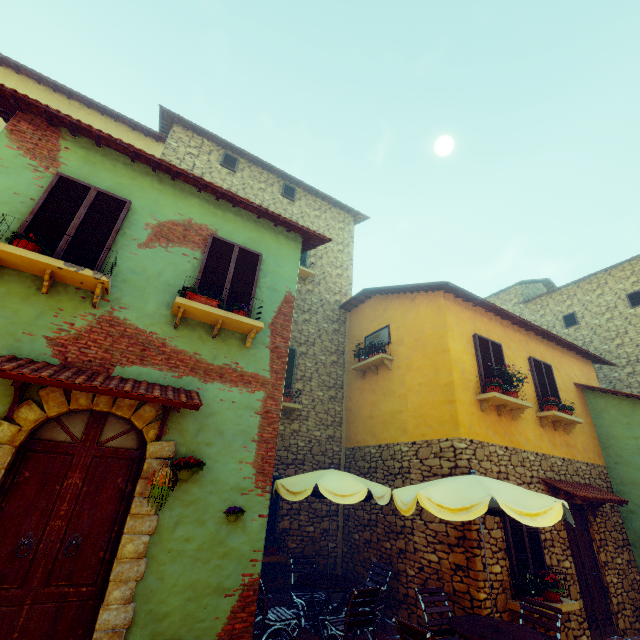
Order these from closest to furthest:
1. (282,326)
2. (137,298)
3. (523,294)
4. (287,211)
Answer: (137,298), (282,326), (287,211), (523,294)

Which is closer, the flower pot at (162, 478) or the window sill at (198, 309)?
the flower pot at (162, 478)

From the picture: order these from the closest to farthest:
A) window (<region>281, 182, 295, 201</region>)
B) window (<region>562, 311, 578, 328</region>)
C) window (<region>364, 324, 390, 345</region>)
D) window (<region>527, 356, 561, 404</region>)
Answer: window (<region>527, 356, 561, 404</region>) < window (<region>364, 324, 390, 345</region>) < window (<region>281, 182, 295, 201</region>) < window (<region>562, 311, 578, 328</region>)

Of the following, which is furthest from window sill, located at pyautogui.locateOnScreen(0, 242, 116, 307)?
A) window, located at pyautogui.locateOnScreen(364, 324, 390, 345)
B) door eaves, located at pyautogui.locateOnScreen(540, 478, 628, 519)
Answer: door eaves, located at pyautogui.locateOnScreen(540, 478, 628, 519)

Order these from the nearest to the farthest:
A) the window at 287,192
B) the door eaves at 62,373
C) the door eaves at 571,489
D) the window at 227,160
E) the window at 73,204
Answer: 1. the door eaves at 62,373
2. the window at 73,204
3. the door eaves at 571,489
4. the window at 227,160
5. the window at 287,192

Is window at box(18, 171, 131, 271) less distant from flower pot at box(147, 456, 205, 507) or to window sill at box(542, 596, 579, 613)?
flower pot at box(147, 456, 205, 507)

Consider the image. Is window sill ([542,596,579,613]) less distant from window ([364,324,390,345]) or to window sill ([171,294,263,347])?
window ([364,324,390,345])

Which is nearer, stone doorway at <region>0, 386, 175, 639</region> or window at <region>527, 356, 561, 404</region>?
stone doorway at <region>0, 386, 175, 639</region>
